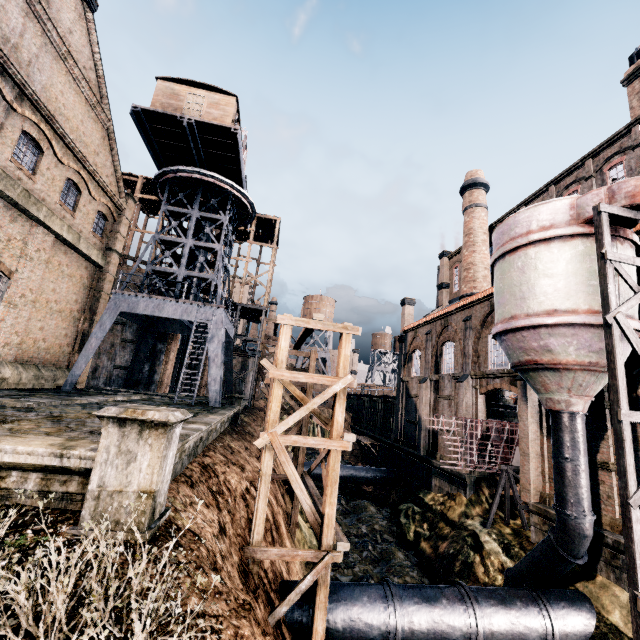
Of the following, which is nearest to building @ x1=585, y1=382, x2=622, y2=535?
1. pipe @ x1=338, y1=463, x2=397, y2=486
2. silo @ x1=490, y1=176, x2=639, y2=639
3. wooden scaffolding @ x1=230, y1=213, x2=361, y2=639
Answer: silo @ x1=490, y1=176, x2=639, y2=639

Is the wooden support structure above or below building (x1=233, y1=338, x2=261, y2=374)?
below

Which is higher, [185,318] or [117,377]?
[185,318]

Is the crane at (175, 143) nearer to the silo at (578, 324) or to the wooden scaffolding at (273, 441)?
the wooden scaffolding at (273, 441)

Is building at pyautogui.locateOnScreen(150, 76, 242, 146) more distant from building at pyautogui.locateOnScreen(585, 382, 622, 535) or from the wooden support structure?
the wooden support structure

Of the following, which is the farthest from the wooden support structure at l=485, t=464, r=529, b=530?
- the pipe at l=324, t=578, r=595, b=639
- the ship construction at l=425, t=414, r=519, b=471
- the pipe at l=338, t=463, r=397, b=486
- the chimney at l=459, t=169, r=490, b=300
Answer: the pipe at l=338, t=463, r=397, b=486

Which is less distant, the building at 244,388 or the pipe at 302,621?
the pipe at 302,621

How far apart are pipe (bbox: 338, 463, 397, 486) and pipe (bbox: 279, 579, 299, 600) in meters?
18.4 m
